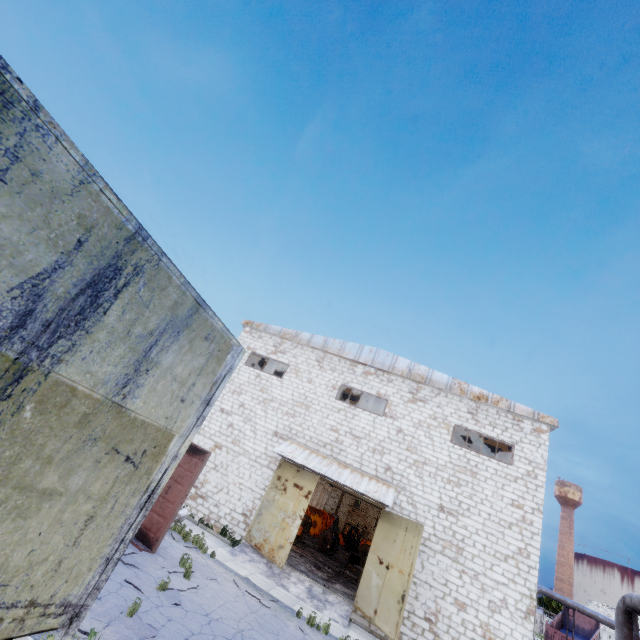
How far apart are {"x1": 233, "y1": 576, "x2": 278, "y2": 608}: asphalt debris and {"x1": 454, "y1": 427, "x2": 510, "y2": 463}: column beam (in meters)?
13.35

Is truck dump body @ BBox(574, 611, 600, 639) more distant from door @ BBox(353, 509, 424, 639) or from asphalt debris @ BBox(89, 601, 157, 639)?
asphalt debris @ BBox(89, 601, 157, 639)

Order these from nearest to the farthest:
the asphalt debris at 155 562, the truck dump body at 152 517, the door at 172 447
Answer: the door at 172 447, the asphalt debris at 155 562, the truck dump body at 152 517

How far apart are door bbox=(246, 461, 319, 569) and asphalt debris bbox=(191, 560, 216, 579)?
4.1m

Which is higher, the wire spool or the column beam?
the column beam

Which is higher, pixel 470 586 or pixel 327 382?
pixel 327 382

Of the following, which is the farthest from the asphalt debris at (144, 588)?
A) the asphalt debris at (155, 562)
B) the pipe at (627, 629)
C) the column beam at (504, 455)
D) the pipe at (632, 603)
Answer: the pipe at (627, 629)

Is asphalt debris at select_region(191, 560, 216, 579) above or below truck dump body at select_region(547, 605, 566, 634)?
below
